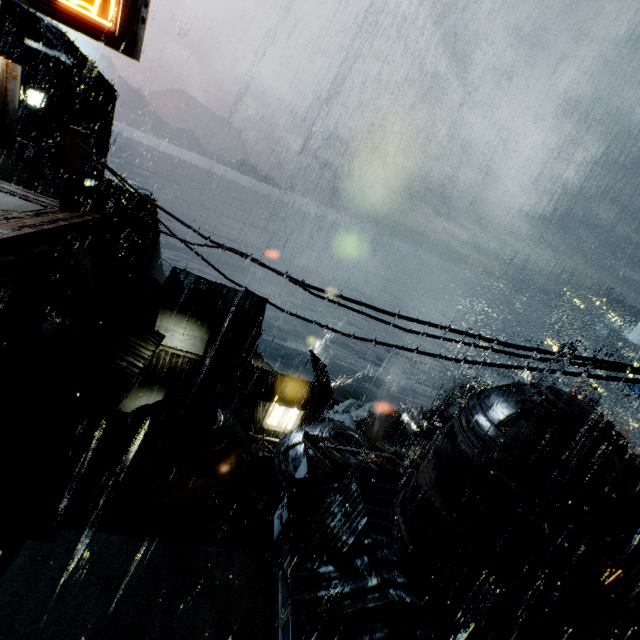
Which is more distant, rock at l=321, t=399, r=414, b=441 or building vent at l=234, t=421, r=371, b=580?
rock at l=321, t=399, r=414, b=441

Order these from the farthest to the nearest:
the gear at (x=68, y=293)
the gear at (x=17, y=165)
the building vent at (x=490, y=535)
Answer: the gear at (x=68, y=293)
the gear at (x=17, y=165)
the building vent at (x=490, y=535)

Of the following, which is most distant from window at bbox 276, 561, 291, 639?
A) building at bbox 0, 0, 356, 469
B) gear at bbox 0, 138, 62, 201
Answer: gear at bbox 0, 138, 62, 201

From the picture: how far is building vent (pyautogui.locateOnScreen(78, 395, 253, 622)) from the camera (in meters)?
12.12

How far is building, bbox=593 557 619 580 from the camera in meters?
11.9

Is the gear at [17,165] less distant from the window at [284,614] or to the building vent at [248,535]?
the building vent at [248,535]

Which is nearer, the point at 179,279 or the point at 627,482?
the point at 627,482

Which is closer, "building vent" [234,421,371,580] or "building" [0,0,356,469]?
"building" [0,0,356,469]
